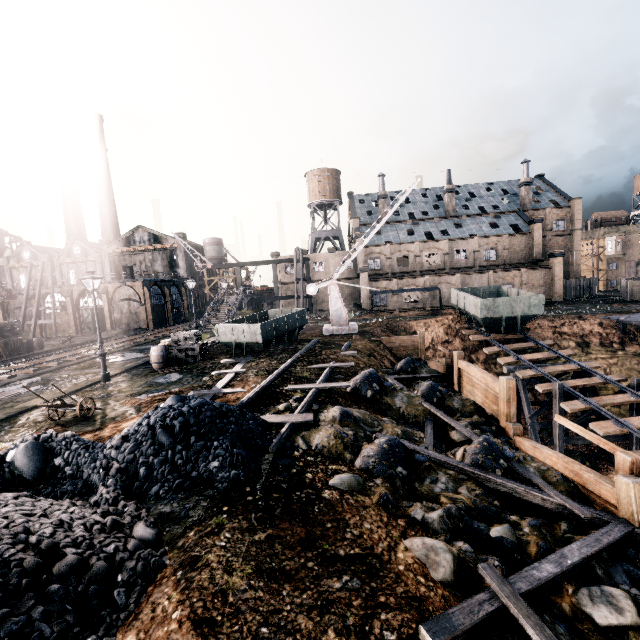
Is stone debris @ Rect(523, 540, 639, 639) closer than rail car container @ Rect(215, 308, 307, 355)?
Yes

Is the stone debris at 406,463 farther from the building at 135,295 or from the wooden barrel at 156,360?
the building at 135,295

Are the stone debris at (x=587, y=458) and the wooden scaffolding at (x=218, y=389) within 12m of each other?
no

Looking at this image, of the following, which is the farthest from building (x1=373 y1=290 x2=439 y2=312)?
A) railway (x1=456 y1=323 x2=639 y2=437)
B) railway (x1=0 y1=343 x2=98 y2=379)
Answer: railway (x1=456 y1=323 x2=639 y2=437)

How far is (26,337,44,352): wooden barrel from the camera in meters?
34.6

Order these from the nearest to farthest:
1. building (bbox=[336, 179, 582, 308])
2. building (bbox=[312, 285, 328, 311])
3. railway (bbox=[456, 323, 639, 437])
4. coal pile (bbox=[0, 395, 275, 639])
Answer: coal pile (bbox=[0, 395, 275, 639]) < railway (bbox=[456, 323, 639, 437]) < building (bbox=[336, 179, 582, 308]) < building (bbox=[312, 285, 328, 311])

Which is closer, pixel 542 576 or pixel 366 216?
pixel 542 576

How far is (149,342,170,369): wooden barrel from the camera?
18.86m
